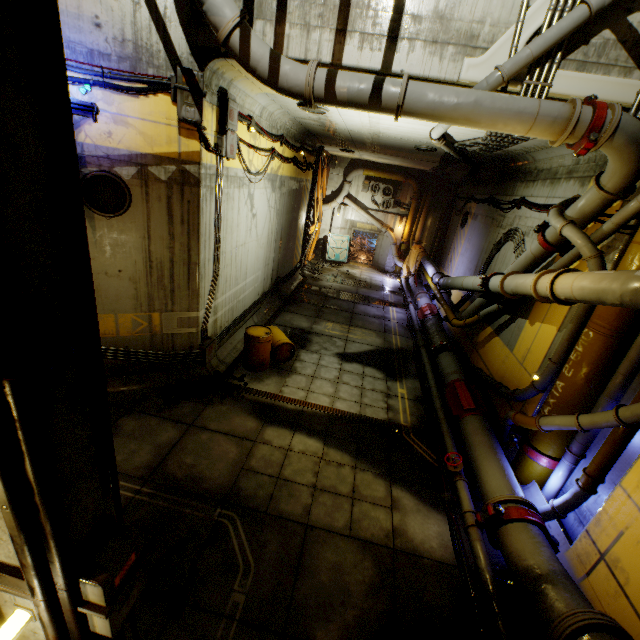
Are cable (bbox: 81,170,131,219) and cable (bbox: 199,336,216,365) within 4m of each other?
yes

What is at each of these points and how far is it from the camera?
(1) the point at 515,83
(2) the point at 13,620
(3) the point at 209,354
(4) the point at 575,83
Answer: (1) support beam, 5.1 meters
(2) light, 2.0 meters
(3) cable, 8.5 meters
(4) support beam, 4.9 meters

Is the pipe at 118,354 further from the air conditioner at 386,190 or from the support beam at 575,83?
the air conditioner at 386,190

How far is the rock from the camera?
19.6 meters

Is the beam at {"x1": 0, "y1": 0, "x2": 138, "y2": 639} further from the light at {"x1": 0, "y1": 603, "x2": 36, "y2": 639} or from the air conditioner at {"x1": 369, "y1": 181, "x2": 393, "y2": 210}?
the air conditioner at {"x1": 369, "y1": 181, "x2": 393, "y2": 210}

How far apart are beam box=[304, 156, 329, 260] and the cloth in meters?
6.4 m

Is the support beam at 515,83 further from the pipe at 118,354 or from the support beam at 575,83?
the pipe at 118,354

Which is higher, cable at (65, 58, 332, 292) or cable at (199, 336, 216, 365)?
cable at (65, 58, 332, 292)
